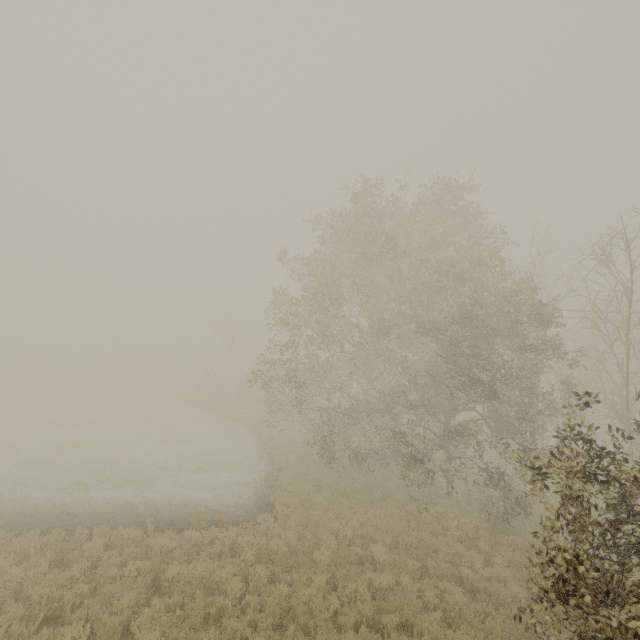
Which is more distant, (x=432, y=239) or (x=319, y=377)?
(x=432, y=239)

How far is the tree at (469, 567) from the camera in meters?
8.4 m

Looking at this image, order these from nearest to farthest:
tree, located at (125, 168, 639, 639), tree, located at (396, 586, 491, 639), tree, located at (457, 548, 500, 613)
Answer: tree, located at (125, 168, 639, 639)
tree, located at (396, 586, 491, 639)
tree, located at (457, 548, 500, 613)

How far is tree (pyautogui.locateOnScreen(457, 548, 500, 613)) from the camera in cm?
844

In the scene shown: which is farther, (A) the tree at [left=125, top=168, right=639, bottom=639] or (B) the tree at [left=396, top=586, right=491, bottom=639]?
(B) the tree at [left=396, top=586, right=491, bottom=639]

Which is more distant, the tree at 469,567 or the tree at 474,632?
the tree at 469,567
